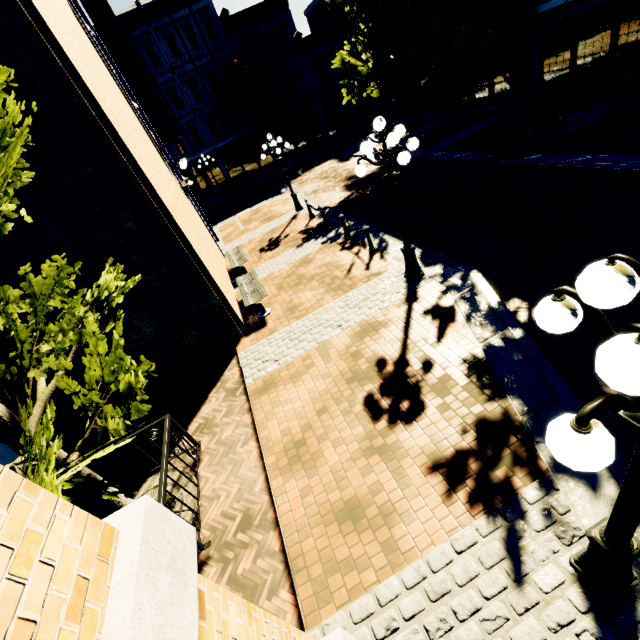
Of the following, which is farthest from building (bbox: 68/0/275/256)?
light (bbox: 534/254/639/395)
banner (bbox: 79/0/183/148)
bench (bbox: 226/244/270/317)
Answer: light (bbox: 534/254/639/395)

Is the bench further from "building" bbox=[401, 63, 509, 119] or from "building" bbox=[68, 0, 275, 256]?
"building" bbox=[401, 63, 509, 119]

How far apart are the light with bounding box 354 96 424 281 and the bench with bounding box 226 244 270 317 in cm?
384

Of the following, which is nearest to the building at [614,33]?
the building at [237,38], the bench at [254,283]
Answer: the building at [237,38]

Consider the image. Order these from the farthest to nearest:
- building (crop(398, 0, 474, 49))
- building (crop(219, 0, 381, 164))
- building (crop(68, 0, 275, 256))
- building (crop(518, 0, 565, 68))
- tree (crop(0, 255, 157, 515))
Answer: building (crop(219, 0, 381, 164)), building (crop(398, 0, 474, 49)), building (crop(68, 0, 275, 256)), building (crop(518, 0, 565, 68)), tree (crop(0, 255, 157, 515))

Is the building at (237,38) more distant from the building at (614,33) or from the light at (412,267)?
the light at (412,267)

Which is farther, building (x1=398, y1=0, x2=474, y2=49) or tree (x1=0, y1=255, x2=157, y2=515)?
building (x1=398, y1=0, x2=474, y2=49)

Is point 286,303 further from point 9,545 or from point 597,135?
point 597,135
